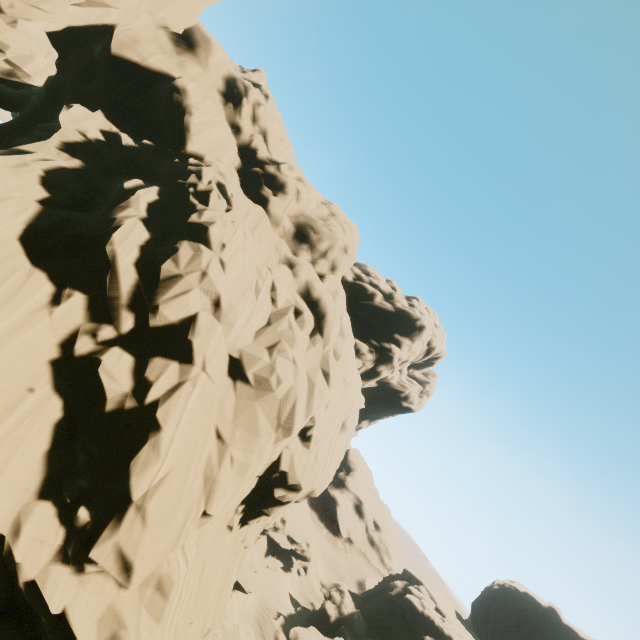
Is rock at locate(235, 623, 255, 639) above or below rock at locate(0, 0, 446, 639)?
below

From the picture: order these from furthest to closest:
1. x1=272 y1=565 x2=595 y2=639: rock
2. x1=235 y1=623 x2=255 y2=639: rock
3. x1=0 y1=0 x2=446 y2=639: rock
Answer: x1=272 y1=565 x2=595 y2=639: rock
x1=235 y1=623 x2=255 y2=639: rock
x1=0 y1=0 x2=446 y2=639: rock

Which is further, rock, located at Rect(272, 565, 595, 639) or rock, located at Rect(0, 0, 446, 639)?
rock, located at Rect(272, 565, 595, 639)

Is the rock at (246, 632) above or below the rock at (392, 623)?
below

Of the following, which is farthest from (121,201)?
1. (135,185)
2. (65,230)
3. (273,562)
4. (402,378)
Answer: (273,562)

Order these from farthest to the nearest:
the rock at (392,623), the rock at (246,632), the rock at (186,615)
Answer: the rock at (392,623)
the rock at (246,632)
the rock at (186,615)
